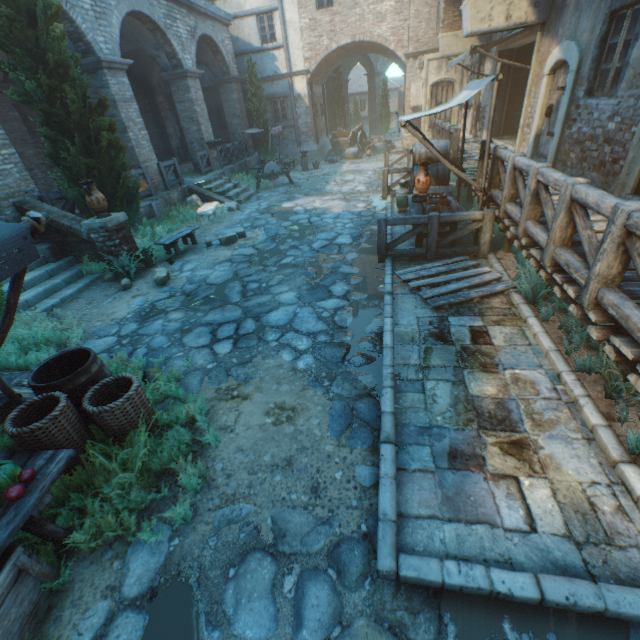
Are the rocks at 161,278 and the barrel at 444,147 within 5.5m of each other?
no

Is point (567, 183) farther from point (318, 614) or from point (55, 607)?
point (55, 607)

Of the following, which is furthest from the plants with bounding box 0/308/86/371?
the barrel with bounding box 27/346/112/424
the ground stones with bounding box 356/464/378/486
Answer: the ground stones with bounding box 356/464/378/486

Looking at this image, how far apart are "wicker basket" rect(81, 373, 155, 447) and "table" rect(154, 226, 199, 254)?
5.6 meters

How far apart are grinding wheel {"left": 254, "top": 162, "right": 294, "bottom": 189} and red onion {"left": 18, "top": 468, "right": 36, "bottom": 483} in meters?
14.9 m

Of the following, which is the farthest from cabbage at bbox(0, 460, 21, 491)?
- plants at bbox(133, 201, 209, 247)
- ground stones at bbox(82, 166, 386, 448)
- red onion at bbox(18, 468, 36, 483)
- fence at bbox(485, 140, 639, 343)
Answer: plants at bbox(133, 201, 209, 247)

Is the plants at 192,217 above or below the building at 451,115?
below

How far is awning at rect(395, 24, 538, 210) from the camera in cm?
547
